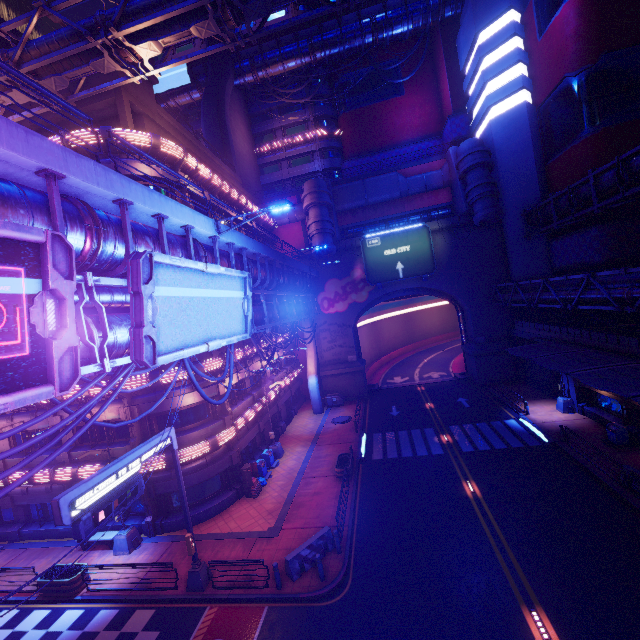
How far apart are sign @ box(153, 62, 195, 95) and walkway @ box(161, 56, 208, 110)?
0.09m

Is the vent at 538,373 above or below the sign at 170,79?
below

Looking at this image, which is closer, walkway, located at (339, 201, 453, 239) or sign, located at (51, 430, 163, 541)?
sign, located at (51, 430, 163, 541)

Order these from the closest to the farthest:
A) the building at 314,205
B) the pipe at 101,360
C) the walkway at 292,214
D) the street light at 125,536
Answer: the pipe at 101,360
the street light at 125,536
the building at 314,205
the walkway at 292,214

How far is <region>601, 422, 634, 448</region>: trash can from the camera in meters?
19.1

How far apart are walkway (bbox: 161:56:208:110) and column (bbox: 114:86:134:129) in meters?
30.2

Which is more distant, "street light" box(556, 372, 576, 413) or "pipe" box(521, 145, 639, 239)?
"street light" box(556, 372, 576, 413)

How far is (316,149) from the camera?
46.34m
